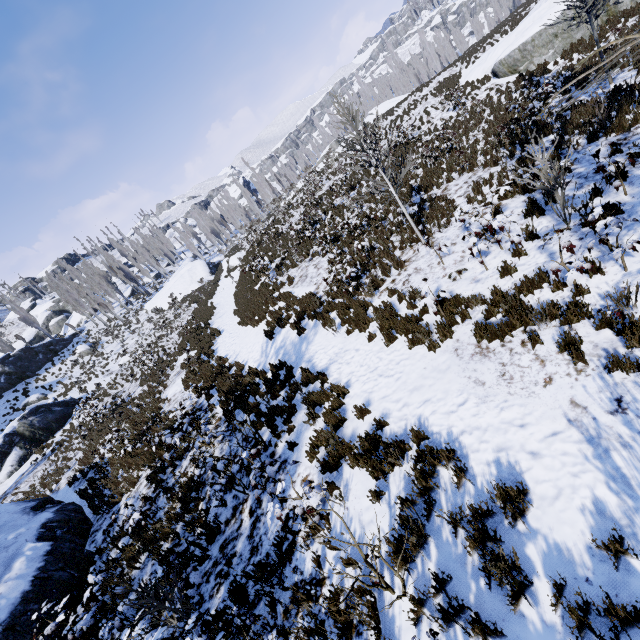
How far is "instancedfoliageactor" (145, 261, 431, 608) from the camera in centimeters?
406cm

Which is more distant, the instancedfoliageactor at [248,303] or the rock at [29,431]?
the rock at [29,431]

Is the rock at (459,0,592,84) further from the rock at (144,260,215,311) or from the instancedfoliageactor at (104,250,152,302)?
the instancedfoliageactor at (104,250,152,302)

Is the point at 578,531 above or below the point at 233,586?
below

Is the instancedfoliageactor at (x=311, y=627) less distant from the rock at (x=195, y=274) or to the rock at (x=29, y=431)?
the rock at (x=195, y=274)

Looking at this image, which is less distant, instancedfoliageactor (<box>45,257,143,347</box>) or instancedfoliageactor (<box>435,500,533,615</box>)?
instancedfoliageactor (<box>435,500,533,615</box>)
